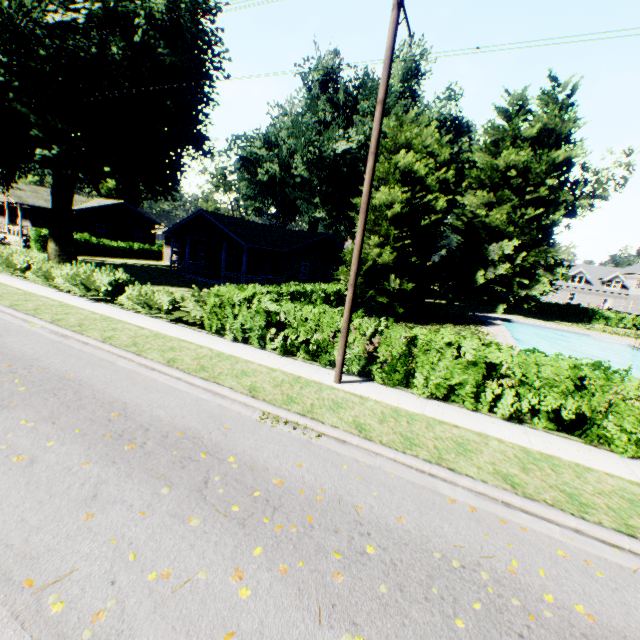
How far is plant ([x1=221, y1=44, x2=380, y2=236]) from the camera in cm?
3297

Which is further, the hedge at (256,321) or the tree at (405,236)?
the tree at (405,236)

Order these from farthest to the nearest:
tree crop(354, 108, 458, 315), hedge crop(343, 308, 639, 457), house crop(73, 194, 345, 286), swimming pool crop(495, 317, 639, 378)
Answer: house crop(73, 194, 345, 286)
swimming pool crop(495, 317, 639, 378)
tree crop(354, 108, 458, 315)
hedge crop(343, 308, 639, 457)

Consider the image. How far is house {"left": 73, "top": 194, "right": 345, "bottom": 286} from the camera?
26.41m

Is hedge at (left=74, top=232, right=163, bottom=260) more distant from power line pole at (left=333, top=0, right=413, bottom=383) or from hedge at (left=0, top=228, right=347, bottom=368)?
power line pole at (left=333, top=0, right=413, bottom=383)

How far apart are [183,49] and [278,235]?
14.81m

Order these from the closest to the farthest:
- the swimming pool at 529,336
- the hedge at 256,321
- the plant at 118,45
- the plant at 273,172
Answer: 1. the hedge at 256,321
2. the plant at 118,45
3. the swimming pool at 529,336
4. the plant at 273,172
